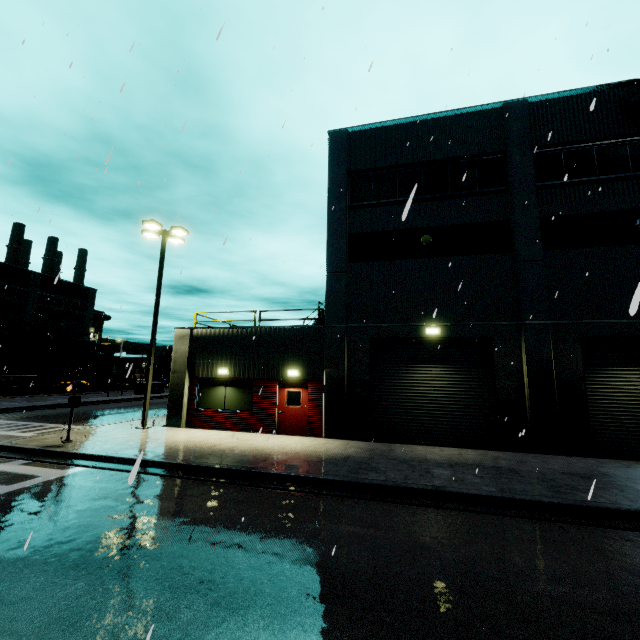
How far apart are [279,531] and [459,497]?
4.35m

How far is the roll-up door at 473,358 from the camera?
13.0m

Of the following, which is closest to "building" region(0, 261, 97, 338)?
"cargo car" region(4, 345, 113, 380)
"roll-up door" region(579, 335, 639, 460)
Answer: "roll-up door" region(579, 335, 639, 460)

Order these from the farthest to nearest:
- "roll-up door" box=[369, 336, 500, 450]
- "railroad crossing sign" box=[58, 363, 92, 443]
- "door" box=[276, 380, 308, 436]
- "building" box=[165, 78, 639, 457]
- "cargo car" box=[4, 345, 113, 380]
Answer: "cargo car" box=[4, 345, 113, 380] < "door" box=[276, 380, 308, 436] < "roll-up door" box=[369, 336, 500, 450] < "building" box=[165, 78, 639, 457] < "railroad crossing sign" box=[58, 363, 92, 443]

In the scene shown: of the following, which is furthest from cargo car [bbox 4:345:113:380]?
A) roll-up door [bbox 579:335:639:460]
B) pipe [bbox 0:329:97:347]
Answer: roll-up door [bbox 579:335:639:460]

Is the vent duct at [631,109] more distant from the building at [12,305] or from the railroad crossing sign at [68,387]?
the railroad crossing sign at [68,387]

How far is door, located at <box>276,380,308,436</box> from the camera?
14.47m

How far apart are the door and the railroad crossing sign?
6.9 meters
